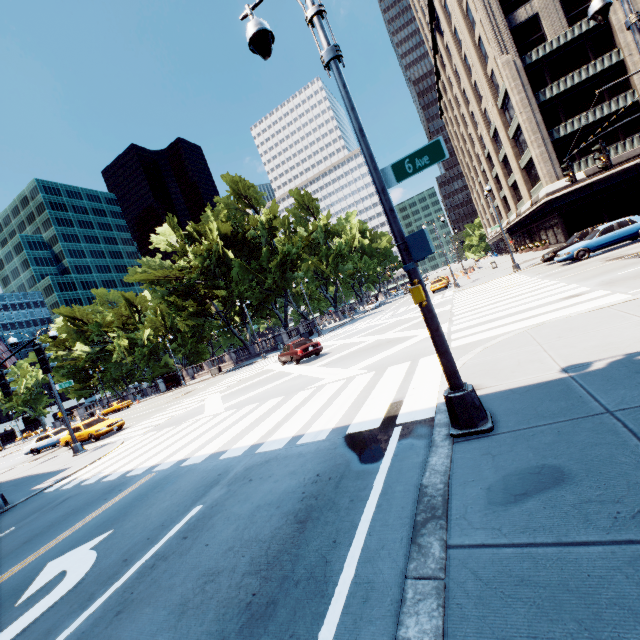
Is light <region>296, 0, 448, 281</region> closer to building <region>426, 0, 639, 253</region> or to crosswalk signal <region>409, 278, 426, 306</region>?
crosswalk signal <region>409, 278, 426, 306</region>

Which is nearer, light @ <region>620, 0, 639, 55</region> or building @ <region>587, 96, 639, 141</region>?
light @ <region>620, 0, 639, 55</region>

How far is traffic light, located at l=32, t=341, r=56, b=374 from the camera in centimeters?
883cm

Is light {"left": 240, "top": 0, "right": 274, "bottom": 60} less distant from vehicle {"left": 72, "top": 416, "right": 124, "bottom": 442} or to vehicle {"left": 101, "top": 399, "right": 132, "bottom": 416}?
vehicle {"left": 72, "top": 416, "right": 124, "bottom": 442}

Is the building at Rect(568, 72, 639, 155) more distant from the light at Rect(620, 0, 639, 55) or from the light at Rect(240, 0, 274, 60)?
the light at Rect(240, 0, 274, 60)

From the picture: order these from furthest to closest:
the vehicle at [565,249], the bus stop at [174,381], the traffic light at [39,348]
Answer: the bus stop at [174,381] < the vehicle at [565,249] < the traffic light at [39,348]

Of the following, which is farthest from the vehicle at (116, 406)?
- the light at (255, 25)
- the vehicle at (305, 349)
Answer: the light at (255, 25)

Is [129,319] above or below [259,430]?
above
